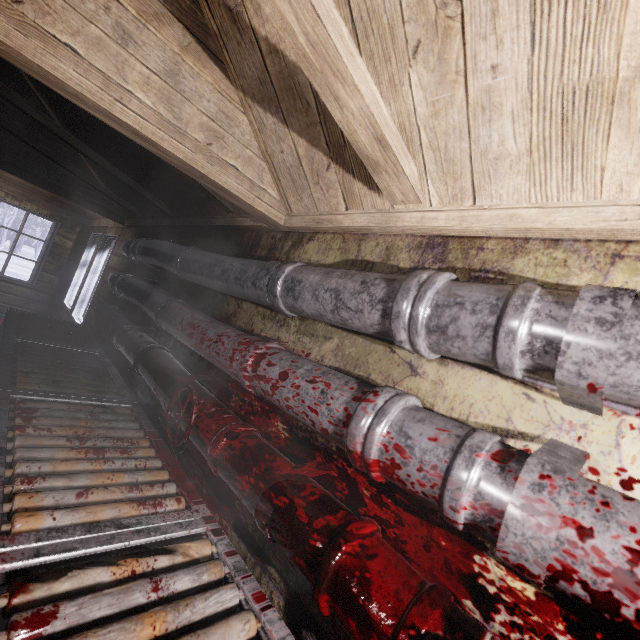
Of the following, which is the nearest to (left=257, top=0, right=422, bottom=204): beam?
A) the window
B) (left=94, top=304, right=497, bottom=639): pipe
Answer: (left=94, top=304, right=497, bottom=639): pipe

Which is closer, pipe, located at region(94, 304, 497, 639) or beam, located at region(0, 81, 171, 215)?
pipe, located at region(94, 304, 497, 639)

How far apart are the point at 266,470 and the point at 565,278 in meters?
1.0 m

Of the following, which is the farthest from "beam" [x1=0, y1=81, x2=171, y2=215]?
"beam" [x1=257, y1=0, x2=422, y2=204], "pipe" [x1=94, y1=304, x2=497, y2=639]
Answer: "pipe" [x1=94, y1=304, x2=497, y2=639]

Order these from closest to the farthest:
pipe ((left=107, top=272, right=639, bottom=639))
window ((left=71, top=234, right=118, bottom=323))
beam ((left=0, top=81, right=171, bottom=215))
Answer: Answer:
pipe ((left=107, top=272, right=639, bottom=639))
beam ((left=0, top=81, right=171, bottom=215))
window ((left=71, top=234, right=118, bottom=323))

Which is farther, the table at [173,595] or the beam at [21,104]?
the beam at [21,104]

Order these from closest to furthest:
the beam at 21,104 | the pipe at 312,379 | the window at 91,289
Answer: the pipe at 312,379 < the beam at 21,104 < the window at 91,289

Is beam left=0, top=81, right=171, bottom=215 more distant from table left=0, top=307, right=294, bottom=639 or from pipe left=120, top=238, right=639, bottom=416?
table left=0, top=307, right=294, bottom=639
